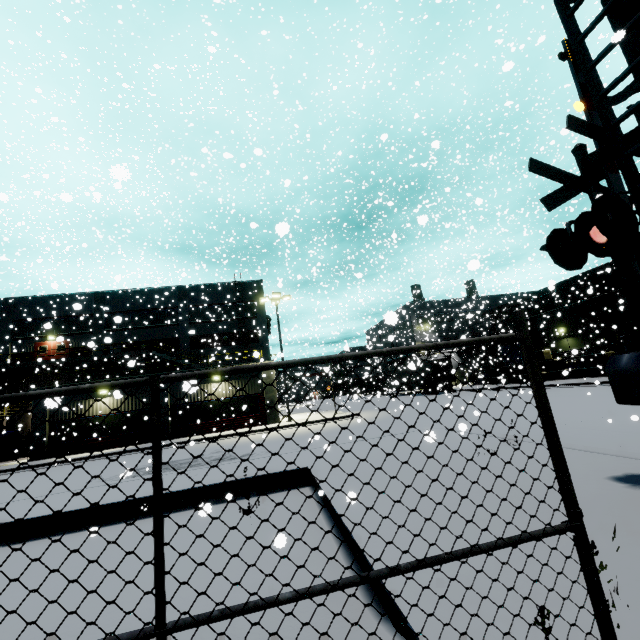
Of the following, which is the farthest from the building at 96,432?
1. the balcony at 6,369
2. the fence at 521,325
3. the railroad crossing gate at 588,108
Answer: the fence at 521,325

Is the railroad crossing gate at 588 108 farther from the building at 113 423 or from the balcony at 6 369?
the balcony at 6 369

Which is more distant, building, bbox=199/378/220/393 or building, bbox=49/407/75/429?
building, bbox=199/378/220/393

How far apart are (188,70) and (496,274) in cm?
3301

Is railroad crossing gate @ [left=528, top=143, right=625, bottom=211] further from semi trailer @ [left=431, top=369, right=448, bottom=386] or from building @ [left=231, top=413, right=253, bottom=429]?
semi trailer @ [left=431, top=369, right=448, bottom=386]

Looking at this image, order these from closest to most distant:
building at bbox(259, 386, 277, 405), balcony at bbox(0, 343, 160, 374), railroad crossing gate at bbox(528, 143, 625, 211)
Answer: railroad crossing gate at bbox(528, 143, 625, 211), building at bbox(259, 386, 277, 405), balcony at bbox(0, 343, 160, 374)

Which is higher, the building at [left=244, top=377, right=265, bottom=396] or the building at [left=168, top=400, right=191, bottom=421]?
the building at [left=244, top=377, right=265, bottom=396]
